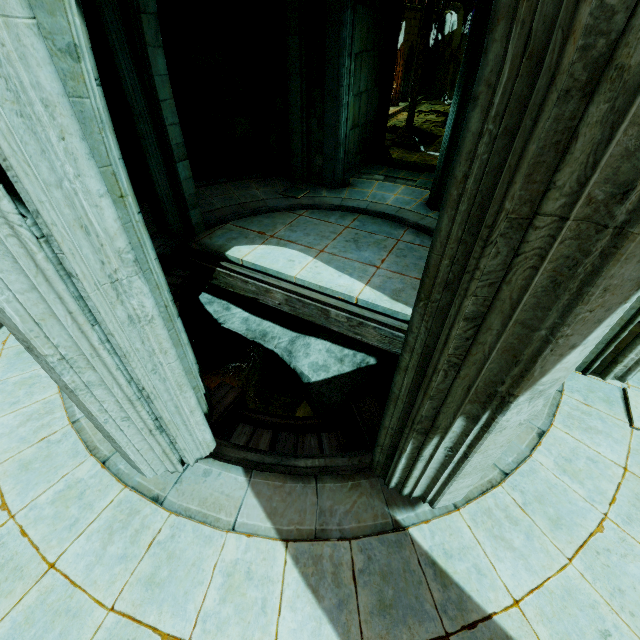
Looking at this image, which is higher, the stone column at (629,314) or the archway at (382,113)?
the archway at (382,113)

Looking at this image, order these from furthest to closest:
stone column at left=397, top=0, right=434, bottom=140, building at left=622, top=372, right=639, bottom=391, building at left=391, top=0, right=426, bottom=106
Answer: building at left=391, top=0, right=426, bottom=106
stone column at left=397, top=0, right=434, bottom=140
building at left=622, top=372, right=639, bottom=391

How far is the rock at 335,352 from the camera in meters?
7.8

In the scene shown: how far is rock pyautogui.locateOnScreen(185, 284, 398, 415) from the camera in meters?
7.8 m

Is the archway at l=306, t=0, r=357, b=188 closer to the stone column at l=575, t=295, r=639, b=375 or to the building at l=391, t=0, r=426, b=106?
the building at l=391, t=0, r=426, b=106

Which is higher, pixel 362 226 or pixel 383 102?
pixel 383 102

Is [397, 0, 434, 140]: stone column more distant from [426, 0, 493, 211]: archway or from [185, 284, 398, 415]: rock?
[185, 284, 398, 415]: rock

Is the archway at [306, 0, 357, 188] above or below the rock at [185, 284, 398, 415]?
above
